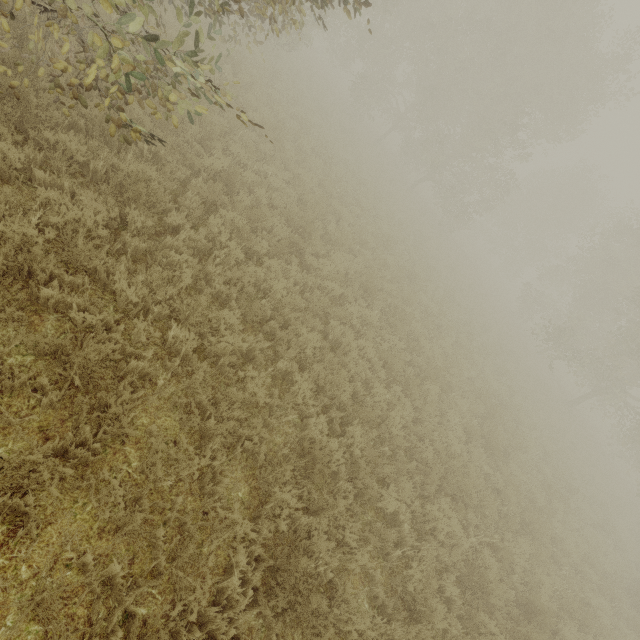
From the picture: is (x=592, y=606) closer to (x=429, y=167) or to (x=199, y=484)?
(x=199, y=484)
